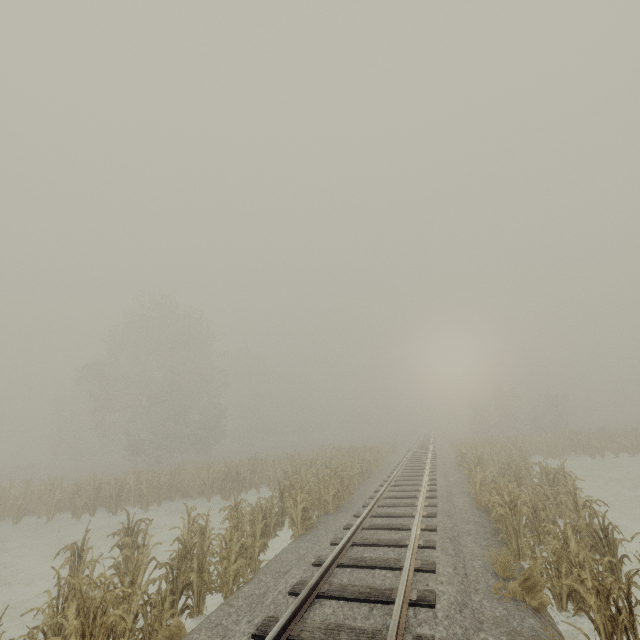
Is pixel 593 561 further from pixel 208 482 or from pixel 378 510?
pixel 208 482
